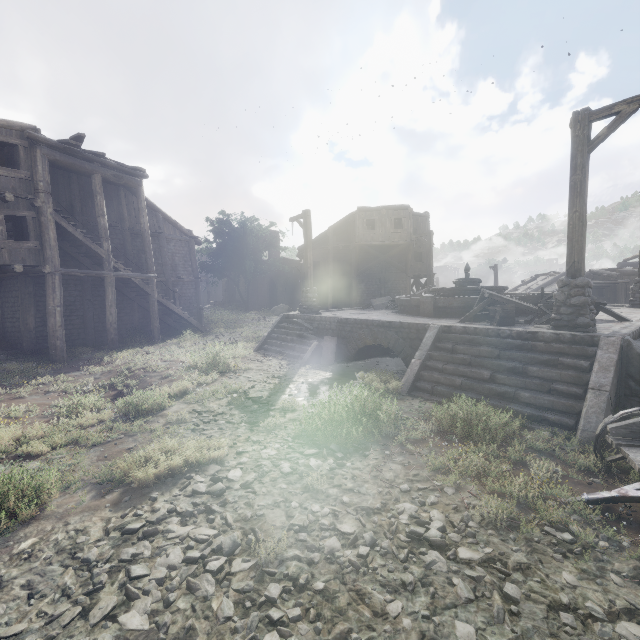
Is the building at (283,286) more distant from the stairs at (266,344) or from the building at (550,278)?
the stairs at (266,344)

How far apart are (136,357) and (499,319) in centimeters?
1350cm

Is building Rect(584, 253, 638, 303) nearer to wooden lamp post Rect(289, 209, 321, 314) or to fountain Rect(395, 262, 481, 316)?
fountain Rect(395, 262, 481, 316)

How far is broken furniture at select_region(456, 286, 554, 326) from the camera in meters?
8.9 m

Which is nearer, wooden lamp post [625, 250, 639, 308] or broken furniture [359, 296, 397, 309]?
wooden lamp post [625, 250, 639, 308]

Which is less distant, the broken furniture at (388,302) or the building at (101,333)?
the building at (101,333)

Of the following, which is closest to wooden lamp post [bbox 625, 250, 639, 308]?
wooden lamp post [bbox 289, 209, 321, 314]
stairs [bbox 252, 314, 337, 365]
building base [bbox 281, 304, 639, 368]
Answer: building base [bbox 281, 304, 639, 368]

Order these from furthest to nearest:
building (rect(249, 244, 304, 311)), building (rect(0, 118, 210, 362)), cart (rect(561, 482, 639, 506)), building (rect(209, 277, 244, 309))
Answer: building (rect(209, 277, 244, 309)), building (rect(249, 244, 304, 311)), building (rect(0, 118, 210, 362)), cart (rect(561, 482, 639, 506))
